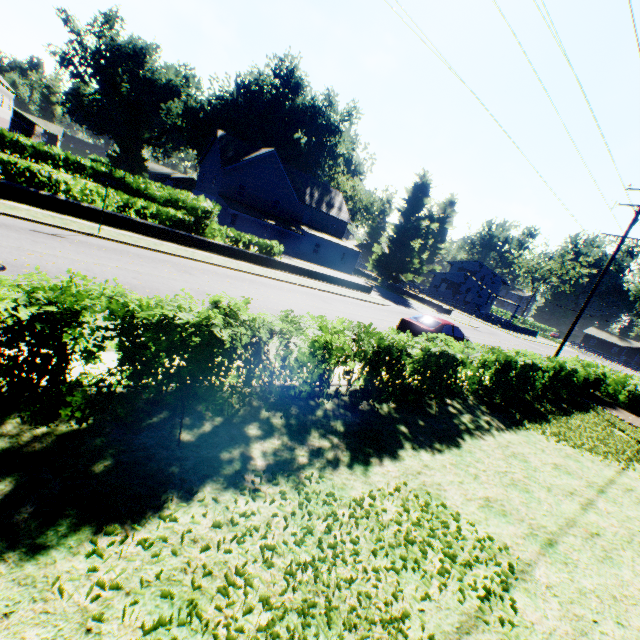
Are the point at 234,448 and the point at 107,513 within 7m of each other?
yes

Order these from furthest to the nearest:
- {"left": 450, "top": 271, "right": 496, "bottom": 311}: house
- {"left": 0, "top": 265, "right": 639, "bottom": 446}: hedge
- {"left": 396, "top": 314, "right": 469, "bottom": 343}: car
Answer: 1. {"left": 450, "top": 271, "right": 496, "bottom": 311}: house
2. {"left": 396, "top": 314, "right": 469, "bottom": 343}: car
3. {"left": 0, "top": 265, "right": 639, "bottom": 446}: hedge

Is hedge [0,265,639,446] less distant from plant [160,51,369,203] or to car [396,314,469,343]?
plant [160,51,369,203]

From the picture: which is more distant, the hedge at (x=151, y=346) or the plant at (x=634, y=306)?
the plant at (x=634, y=306)

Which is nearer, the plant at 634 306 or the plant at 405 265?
the plant at 634 306

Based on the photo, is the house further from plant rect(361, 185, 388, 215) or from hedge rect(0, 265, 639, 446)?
hedge rect(0, 265, 639, 446)

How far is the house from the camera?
57.62m
